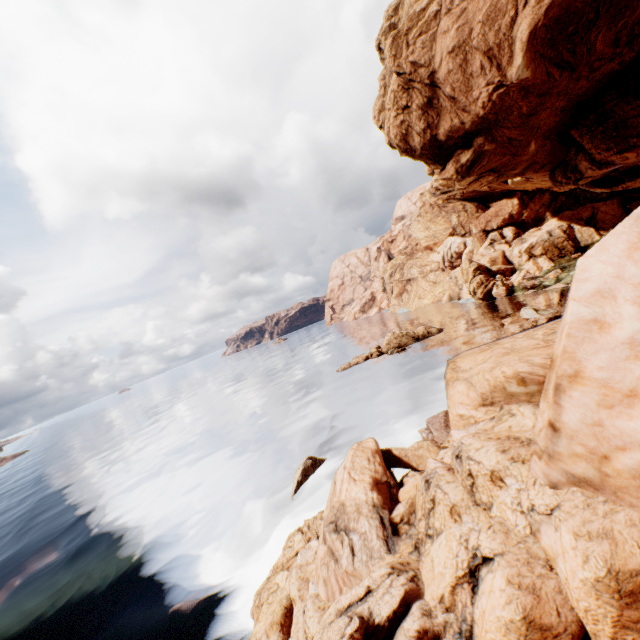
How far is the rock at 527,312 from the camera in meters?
37.5

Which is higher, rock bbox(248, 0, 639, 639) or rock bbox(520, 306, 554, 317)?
rock bbox(248, 0, 639, 639)

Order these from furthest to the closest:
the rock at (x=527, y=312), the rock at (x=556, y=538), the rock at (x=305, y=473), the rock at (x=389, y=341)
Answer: the rock at (x=389, y=341)
the rock at (x=527, y=312)
the rock at (x=305, y=473)
the rock at (x=556, y=538)

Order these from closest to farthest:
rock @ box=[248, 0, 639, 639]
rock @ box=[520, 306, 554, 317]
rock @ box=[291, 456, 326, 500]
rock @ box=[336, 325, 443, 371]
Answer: → rock @ box=[248, 0, 639, 639] → rock @ box=[291, 456, 326, 500] → rock @ box=[520, 306, 554, 317] → rock @ box=[336, 325, 443, 371]

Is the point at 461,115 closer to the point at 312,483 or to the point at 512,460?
the point at 512,460

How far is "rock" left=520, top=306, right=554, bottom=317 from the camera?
37.5m

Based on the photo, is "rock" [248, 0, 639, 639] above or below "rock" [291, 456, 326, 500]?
above
